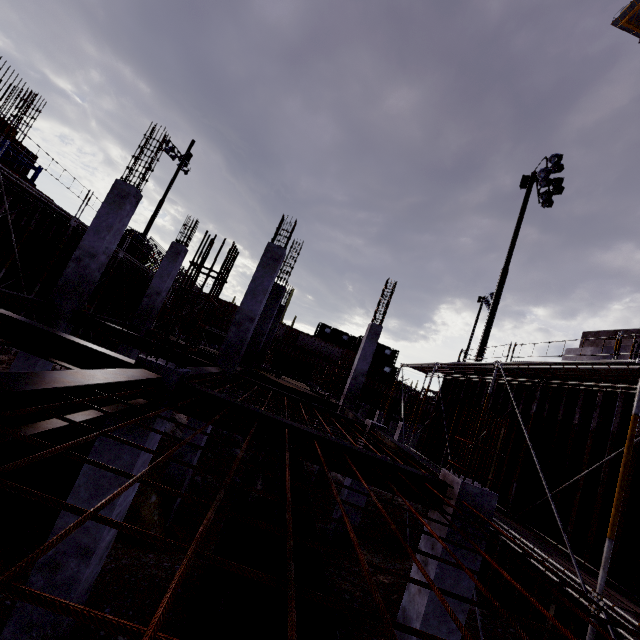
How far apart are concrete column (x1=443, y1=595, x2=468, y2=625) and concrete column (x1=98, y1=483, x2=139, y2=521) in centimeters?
432cm

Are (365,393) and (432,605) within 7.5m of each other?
no

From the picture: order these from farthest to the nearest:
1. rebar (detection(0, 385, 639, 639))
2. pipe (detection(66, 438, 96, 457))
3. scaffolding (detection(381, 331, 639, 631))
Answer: pipe (detection(66, 438, 96, 457)) → scaffolding (detection(381, 331, 639, 631)) → rebar (detection(0, 385, 639, 639))

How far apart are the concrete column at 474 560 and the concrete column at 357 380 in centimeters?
935cm

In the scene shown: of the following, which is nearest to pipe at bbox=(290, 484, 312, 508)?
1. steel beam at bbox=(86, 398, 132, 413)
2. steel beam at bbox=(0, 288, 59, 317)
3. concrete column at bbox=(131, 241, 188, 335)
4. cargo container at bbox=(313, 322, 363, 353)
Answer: steel beam at bbox=(86, 398, 132, 413)

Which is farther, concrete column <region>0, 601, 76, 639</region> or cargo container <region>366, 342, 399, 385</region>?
cargo container <region>366, 342, 399, 385</region>

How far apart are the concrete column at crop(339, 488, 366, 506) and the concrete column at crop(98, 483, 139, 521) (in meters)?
6.18

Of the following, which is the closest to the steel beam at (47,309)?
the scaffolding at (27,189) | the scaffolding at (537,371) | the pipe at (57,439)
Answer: the pipe at (57,439)
